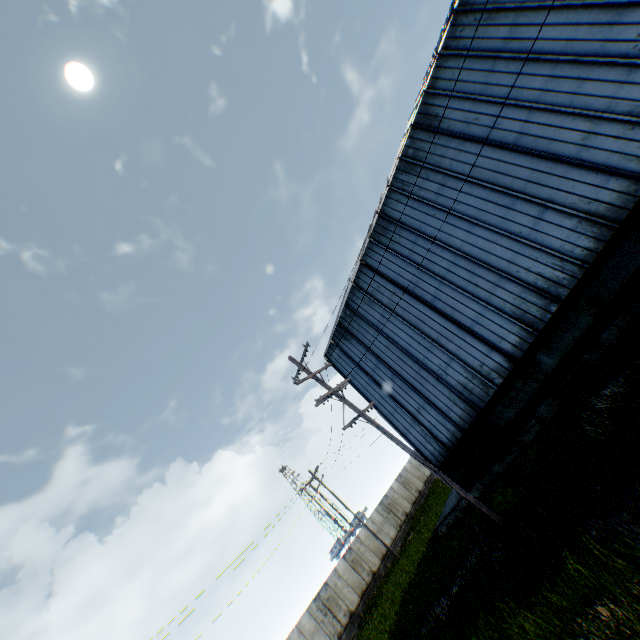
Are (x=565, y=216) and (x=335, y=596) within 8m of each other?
no
